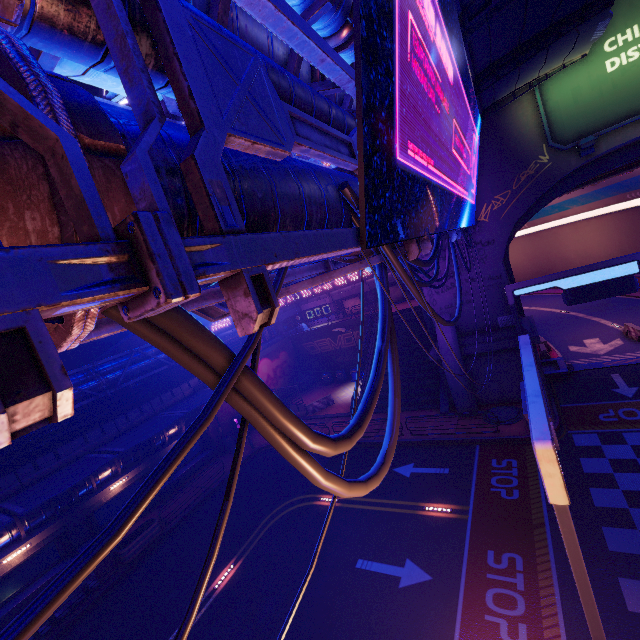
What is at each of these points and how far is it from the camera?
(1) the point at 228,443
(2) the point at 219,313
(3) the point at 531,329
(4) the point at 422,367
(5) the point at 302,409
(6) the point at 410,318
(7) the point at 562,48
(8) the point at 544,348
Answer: (1) street light, 26.7 meters
(2) sign, 4.9 meters
(3) wall arch, 18.5 meters
(4) stair, 24.5 meters
(5) fence, 28.4 meters
(6) stair, 28.9 meters
(7) awning, 11.7 meters
(8) fence, 23.0 meters

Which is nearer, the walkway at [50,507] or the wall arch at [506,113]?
the wall arch at [506,113]

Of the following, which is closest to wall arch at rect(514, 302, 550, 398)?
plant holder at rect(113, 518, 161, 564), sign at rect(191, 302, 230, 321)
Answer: sign at rect(191, 302, 230, 321)

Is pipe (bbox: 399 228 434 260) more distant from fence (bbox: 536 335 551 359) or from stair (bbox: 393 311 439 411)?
fence (bbox: 536 335 551 359)

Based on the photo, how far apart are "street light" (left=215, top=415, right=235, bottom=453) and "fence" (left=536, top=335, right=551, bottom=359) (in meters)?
24.51

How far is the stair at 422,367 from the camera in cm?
2258

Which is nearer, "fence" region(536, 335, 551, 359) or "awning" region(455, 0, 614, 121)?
"awning" region(455, 0, 614, 121)

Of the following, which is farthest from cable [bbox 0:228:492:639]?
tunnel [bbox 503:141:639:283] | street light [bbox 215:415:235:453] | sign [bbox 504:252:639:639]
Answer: street light [bbox 215:415:235:453]
